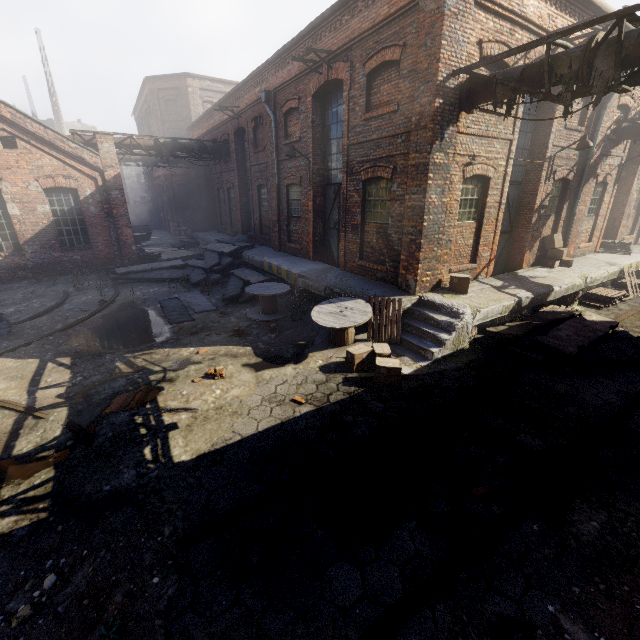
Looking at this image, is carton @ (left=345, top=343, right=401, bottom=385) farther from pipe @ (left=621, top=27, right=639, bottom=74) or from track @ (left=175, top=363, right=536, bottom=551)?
pipe @ (left=621, top=27, right=639, bottom=74)

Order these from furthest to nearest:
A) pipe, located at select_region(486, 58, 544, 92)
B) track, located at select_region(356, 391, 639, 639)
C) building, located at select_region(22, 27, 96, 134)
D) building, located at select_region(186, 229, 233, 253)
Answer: building, located at select_region(22, 27, 96, 134)
building, located at select_region(186, 229, 233, 253)
pipe, located at select_region(486, 58, 544, 92)
track, located at select_region(356, 391, 639, 639)

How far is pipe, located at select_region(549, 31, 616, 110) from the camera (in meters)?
5.28

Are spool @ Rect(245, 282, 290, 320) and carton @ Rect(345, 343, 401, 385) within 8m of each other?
yes

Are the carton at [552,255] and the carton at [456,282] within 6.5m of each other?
yes

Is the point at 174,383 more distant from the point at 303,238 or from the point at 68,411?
the point at 303,238

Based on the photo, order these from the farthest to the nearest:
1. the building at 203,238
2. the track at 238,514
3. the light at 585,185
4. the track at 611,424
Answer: the building at 203,238 → the light at 585,185 → the track at 238,514 → the track at 611,424

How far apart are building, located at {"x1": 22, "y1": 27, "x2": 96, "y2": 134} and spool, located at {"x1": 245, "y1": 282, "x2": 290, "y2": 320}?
42.46m
